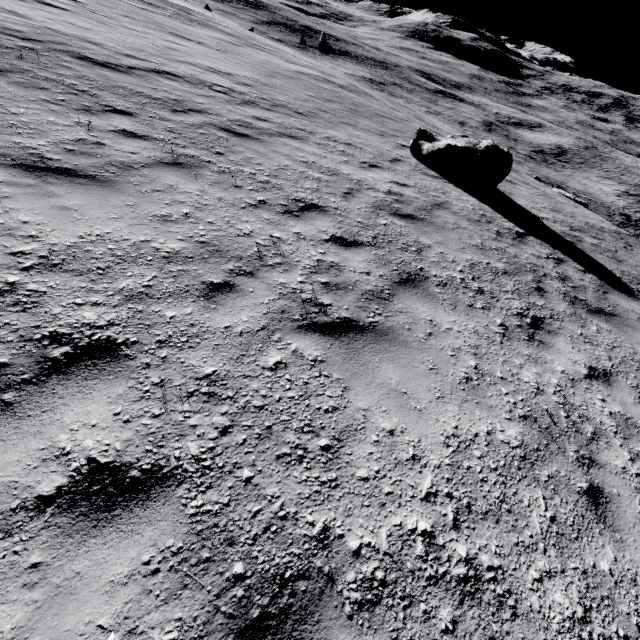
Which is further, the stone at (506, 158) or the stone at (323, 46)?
the stone at (323, 46)

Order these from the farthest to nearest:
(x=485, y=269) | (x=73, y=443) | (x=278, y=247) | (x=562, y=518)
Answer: (x=485, y=269) → (x=278, y=247) → (x=562, y=518) → (x=73, y=443)

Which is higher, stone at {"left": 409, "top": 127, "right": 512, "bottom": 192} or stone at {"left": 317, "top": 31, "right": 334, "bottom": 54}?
stone at {"left": 409, "top": 127, "right": 512, "bottom": 192}

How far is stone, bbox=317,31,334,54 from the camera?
44.3m

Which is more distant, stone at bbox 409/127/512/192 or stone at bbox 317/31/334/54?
stone at bbox 317/31/334/54

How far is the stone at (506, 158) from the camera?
9.7 meters

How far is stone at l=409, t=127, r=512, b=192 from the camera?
9.7m
